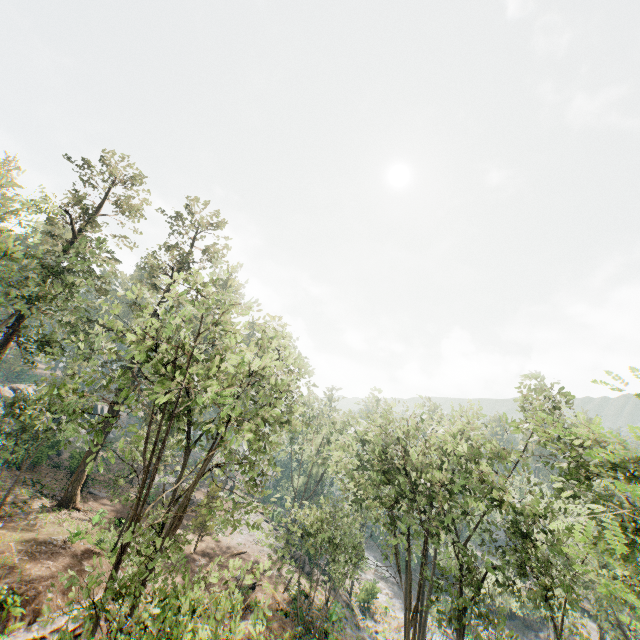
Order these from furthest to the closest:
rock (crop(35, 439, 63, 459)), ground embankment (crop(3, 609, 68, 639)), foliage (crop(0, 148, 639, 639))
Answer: rock (crop(35, 439, 63, 459)) < ground embankment (crop(3, 609, 68, 639)) < foliage (crop(0, 148, 639, 639))

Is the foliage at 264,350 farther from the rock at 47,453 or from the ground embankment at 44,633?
Answer: the ground embankment at 44,633

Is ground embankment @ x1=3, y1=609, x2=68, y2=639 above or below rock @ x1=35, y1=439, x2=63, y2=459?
below

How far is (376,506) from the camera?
19.0 meters

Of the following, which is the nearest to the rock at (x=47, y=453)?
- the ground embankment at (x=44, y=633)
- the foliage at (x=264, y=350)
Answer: the foliage at (x=264, y=350)

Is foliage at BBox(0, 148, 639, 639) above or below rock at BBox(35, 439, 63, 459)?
above

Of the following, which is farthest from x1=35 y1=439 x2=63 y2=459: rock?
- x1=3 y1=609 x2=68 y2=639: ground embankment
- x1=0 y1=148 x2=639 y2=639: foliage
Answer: x1=3 y1=609 x2=68 y2=639: ground embankment
